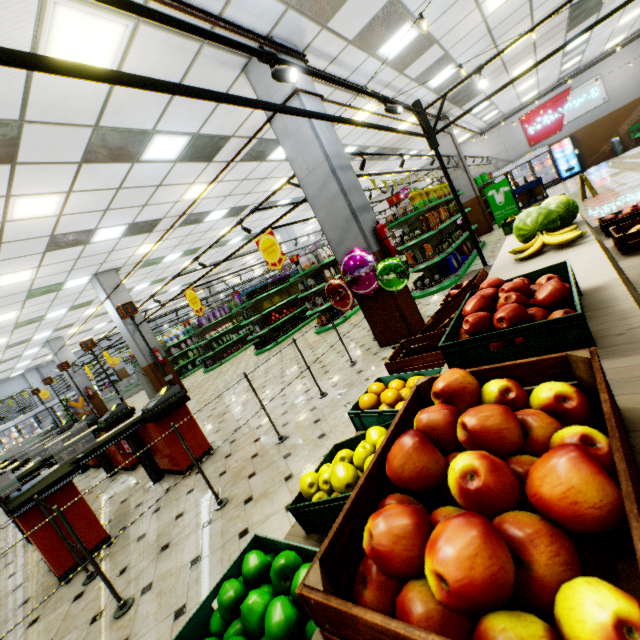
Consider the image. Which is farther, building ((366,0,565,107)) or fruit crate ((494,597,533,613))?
building ((366,0,565,107))

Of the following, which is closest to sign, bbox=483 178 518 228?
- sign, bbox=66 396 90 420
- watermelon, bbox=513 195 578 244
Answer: watermelon, bbox=513 195 578 244

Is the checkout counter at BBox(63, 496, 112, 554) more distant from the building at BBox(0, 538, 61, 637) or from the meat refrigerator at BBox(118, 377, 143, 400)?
the meat refrigerator at BBox(118, 377, 143, 400)

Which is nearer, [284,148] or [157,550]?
[157,550]

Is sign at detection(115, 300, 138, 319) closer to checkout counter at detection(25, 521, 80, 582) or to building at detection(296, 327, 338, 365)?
checkout counter at detection(25, 521, 80, 582)

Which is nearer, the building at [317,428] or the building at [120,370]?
the building at [317,428]

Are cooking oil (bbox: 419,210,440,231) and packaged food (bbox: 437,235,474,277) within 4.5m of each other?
yes

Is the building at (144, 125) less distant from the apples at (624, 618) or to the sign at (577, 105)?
the sign at (577, 105)
